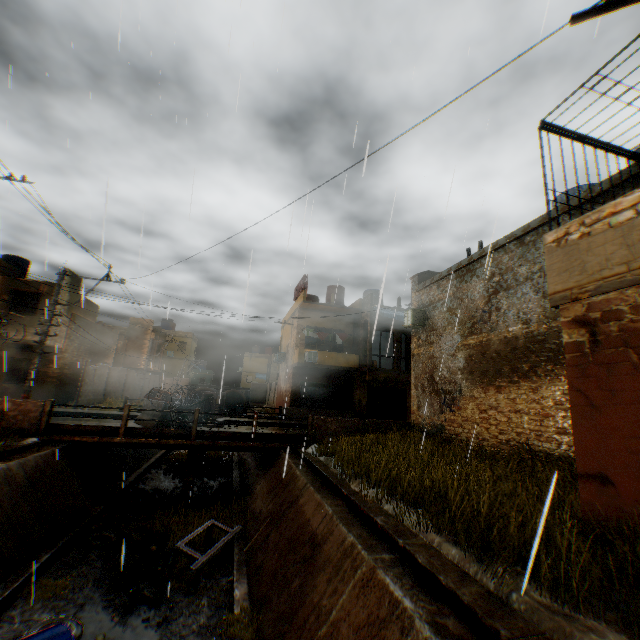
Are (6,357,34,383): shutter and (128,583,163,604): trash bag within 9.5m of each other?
no

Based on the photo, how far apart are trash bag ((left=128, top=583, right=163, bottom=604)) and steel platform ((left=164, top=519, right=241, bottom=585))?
0.36m

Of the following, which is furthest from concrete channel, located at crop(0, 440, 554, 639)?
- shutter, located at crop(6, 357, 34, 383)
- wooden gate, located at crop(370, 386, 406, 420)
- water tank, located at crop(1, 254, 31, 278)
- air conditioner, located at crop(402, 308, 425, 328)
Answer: water tank, located at crop(1, 254, 31, 278)

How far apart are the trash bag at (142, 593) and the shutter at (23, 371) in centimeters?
1850cm

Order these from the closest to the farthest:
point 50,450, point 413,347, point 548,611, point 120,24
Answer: point 548,611
point 120,24
point 50,450
point 413,347

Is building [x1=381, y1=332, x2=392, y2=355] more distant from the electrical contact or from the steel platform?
the steel platform

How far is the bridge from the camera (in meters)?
11.89

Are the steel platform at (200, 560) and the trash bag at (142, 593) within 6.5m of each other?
yes
